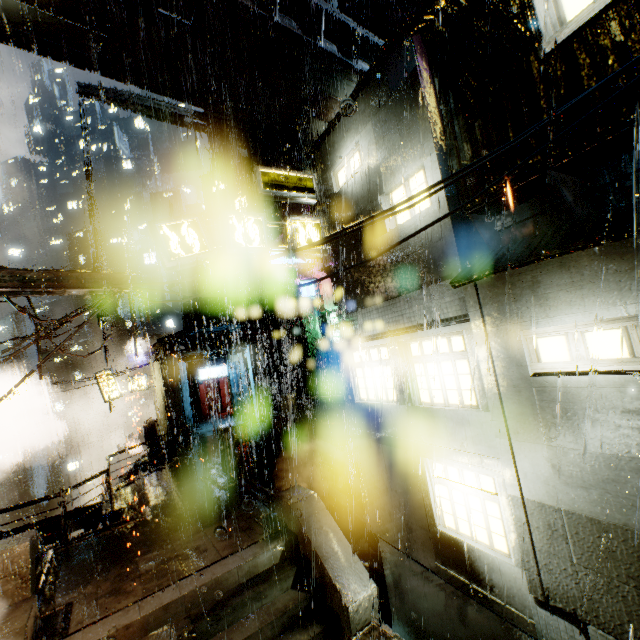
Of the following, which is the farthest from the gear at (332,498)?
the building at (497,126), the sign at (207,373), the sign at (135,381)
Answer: the sign at (135,381)

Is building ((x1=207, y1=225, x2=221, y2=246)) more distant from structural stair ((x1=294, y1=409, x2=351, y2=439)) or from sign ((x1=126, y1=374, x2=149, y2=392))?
sign ((x1=126, y1=374, x2=149, y2=392))

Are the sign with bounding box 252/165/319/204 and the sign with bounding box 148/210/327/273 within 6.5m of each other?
yes

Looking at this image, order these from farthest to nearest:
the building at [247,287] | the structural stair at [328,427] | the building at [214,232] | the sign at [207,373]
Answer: the building at [214,232] < the building at [247,287] < the sign at [207,373] < the structural stair at [328,427]

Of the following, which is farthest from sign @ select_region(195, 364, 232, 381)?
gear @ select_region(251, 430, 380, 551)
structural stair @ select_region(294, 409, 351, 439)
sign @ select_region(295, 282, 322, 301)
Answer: gear @ select_region(251, 430, 380, 551)

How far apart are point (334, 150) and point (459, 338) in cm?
755

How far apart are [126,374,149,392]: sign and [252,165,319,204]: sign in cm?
2101

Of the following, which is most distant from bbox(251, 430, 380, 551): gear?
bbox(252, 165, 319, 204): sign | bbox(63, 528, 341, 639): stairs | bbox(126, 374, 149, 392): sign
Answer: bbox(126, 374, 149, 392): sign
